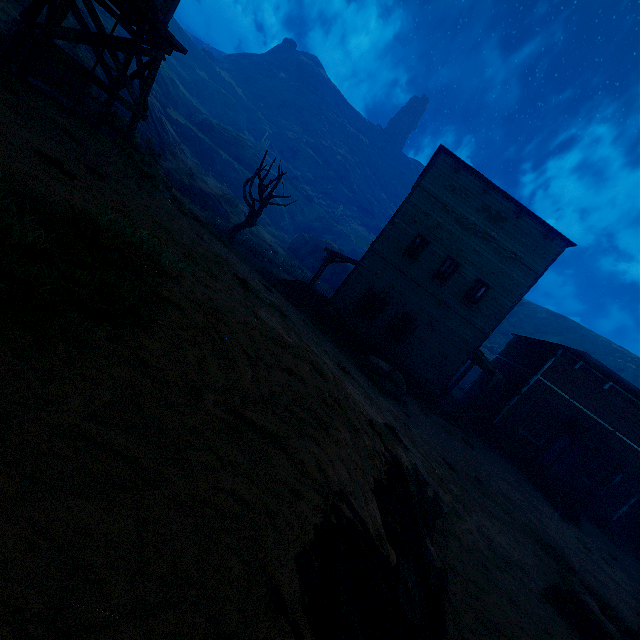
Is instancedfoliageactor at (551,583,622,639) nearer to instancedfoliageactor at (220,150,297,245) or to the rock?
instancedfoliageactor at (220,150,297,245)

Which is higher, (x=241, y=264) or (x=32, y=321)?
(x=32, y=321)

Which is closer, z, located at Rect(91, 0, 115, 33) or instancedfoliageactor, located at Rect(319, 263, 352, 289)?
z, located at Rect(91, 0, 115, 33)

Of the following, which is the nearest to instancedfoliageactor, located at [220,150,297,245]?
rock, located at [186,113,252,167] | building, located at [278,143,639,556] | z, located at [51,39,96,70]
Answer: building, located at [278,143,639,556]

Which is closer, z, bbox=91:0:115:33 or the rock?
z, bbox=91:0:115:33

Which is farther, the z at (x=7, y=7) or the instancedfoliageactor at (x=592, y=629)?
the z at (x=7, y=7)

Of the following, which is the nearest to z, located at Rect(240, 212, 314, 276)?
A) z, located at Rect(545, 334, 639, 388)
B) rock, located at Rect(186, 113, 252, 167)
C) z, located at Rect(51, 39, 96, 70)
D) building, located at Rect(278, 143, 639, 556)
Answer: building, located at Rect(278, 143, 639, 556)

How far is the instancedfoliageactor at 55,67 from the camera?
11.44m
